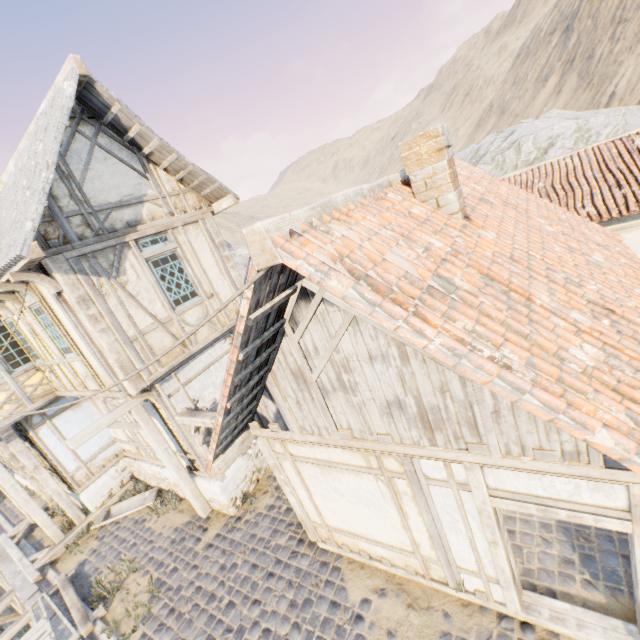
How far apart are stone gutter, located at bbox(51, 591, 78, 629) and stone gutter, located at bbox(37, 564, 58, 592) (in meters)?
0.17

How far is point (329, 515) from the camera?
5.8m

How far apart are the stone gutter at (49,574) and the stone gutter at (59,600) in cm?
17

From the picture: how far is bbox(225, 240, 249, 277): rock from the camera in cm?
3178

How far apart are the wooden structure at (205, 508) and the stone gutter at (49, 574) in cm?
363

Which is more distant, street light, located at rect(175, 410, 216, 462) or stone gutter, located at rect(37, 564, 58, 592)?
stone gutter, located at rect(37, 564, 58, 592)

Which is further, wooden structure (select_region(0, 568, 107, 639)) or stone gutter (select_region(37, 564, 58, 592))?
stone gutter (select_region(37, 564, 58, 592))

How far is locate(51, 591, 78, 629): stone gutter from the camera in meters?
6.9
